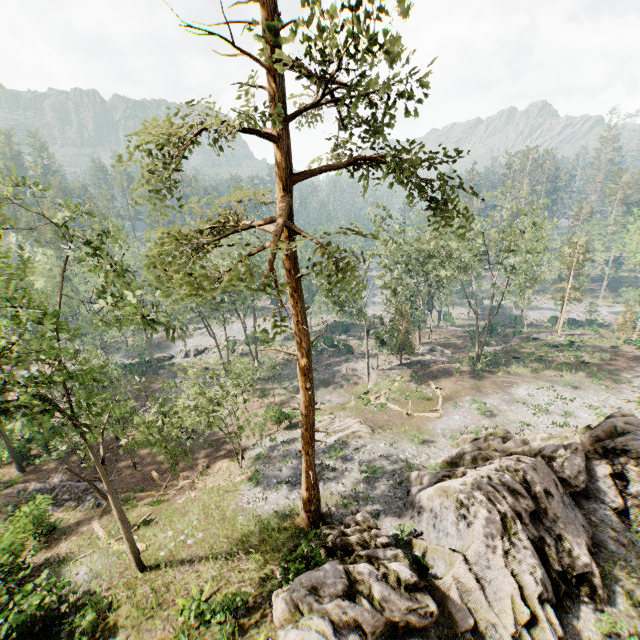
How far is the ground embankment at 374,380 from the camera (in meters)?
37.69

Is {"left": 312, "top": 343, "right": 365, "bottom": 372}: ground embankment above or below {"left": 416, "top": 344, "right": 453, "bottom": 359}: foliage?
below

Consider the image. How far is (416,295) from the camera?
43.84m

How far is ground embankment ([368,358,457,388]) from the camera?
37.7 meters

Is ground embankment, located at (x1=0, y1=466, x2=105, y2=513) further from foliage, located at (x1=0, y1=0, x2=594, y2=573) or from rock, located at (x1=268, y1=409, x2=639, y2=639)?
rock, located at (x1=268, y1=409, x2=639, y2=639)

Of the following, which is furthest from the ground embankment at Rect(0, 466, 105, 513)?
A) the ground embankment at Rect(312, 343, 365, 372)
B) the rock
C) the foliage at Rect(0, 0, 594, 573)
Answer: the ground embankment at Rect(312, 343, 365, 372)

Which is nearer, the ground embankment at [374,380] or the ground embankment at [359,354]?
the ground embankment at [374,380]

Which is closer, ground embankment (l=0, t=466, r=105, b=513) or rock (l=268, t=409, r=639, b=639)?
rock (l=268, t=409, r=639, b=639)
